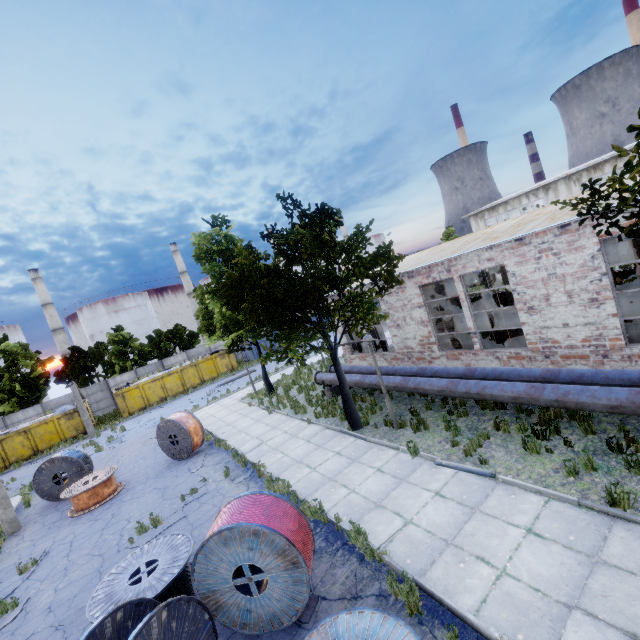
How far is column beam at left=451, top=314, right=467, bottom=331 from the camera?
16.3m

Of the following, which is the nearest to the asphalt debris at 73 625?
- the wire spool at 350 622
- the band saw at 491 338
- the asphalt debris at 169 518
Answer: the asphalt debris at 169 518

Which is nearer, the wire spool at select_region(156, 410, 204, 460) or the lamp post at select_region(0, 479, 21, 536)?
the lamp post at select_region(0, 479, 21, 536)

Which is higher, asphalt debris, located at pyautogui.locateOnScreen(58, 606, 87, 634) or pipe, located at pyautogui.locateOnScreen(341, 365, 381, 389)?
pipe, located at pyautogui.locateOnScreen(341, 365, 381, 389)

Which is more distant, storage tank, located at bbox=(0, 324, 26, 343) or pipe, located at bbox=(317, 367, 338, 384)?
storage tank, located at bbox=(0, 324, 26, 343)

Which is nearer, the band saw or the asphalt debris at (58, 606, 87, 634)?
the asphalt debris at (58, 606, 87, 634)

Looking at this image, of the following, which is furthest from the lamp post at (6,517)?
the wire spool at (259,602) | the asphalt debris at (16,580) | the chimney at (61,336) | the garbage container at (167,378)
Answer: the chimney at (61,336)

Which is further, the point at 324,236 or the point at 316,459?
the point at 324,236
